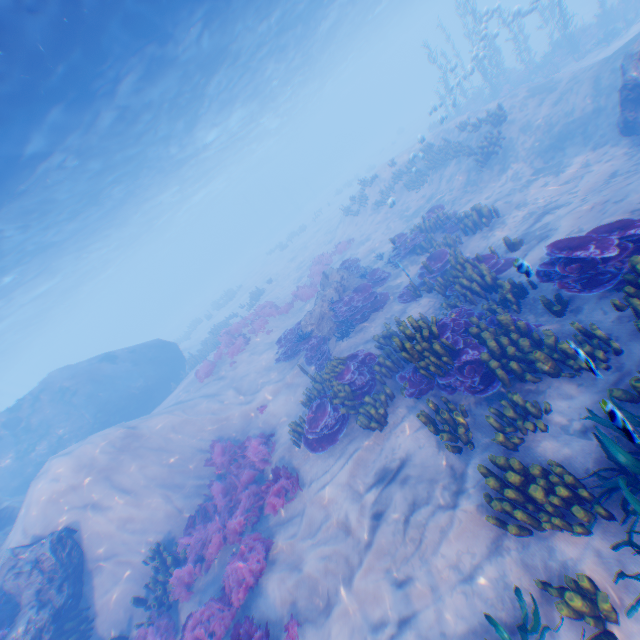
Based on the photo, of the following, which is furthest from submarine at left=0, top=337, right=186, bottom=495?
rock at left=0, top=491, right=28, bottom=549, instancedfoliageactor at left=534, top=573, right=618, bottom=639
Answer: instancedfoliageactor at left=534, top=573, right=618, bottom=639

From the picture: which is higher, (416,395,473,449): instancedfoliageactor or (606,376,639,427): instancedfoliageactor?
(606,376,639,427): instancedfoliageactor

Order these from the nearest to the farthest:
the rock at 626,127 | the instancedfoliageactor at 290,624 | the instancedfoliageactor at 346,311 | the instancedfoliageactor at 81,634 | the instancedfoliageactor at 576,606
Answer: the instancedfoliageactor at 576,606 → the instancedfoliageactor at 290,624 → the instancedfoliageactor at 81,634 → the rock at 626,127 → the instancedfoliageactor at 346,311

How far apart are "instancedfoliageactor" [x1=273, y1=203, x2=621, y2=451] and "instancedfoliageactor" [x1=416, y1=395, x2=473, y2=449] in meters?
0.5

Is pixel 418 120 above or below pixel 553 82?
below

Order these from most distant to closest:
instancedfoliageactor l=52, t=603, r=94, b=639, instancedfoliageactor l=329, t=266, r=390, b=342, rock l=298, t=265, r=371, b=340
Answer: rock l=298, t=265, r=371, b=340
instancedfoliageactor l=329, t=266, r=390, b=342
instancedfoliageactor l=52, t=603, r=94, b=639

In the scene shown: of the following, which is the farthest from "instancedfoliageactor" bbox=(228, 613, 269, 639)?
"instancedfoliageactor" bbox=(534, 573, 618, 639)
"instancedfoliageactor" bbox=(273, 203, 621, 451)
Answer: "instancedfoliageactor" bbox=(273, 203, 621, 451)

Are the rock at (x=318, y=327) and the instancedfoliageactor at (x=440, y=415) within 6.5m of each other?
no
